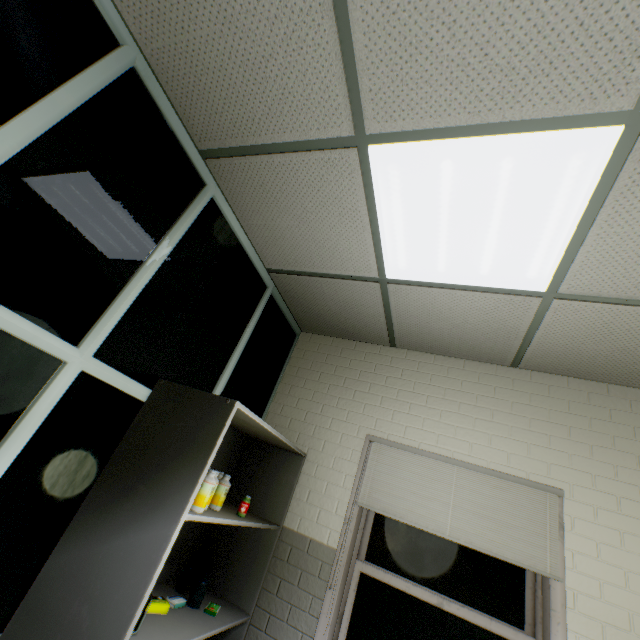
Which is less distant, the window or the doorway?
the doorway

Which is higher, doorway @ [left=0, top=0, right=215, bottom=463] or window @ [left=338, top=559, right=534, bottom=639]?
doorway @ [left=0, top=0, right=215, bottom=463]

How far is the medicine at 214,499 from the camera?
1.5 meters

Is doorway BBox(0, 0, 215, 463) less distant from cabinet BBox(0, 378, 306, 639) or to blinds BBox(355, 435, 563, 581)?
cabinet BBox(0, 378, 306, 639)

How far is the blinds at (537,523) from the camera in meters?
2.0

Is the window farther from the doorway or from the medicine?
the doorway

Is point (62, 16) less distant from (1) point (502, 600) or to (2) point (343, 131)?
(2) point (343, 131)

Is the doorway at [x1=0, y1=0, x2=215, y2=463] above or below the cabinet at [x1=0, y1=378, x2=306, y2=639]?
above
